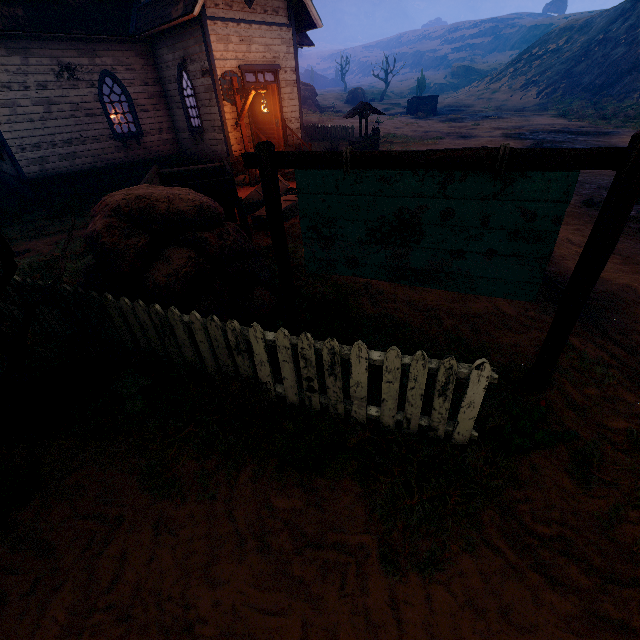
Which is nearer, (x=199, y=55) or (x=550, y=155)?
(x=550, y=155)

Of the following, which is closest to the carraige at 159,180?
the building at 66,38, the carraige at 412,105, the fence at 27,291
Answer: the fence at 27,291

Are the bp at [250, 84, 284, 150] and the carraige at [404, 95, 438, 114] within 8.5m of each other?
no

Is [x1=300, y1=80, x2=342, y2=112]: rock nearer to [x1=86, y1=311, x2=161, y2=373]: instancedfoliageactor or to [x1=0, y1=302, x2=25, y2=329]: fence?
[x1=86, y1=311, x2=161, y2=373]: instancedfoliageactor

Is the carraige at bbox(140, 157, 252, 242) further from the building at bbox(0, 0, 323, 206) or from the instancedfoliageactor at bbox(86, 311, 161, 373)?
the building at bbox(0, 0, 323, 206)

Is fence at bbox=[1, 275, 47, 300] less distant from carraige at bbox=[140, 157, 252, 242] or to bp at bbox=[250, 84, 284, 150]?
carraige at bbox=[140, 157, 252, 242]

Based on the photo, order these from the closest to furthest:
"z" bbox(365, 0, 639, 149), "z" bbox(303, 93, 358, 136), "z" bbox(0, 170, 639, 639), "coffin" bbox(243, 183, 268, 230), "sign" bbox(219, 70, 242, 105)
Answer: "z" bbox(0, 170, 639, 639) → "coffin" bbox(243, 183, 268, 230) → "sign" bbox(219, 70, 242, 105) → "z" bbox(365, 0, 639, 149) → "z" bbox(303, 93, 358, 136)

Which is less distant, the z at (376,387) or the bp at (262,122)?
the z at (376,387)
